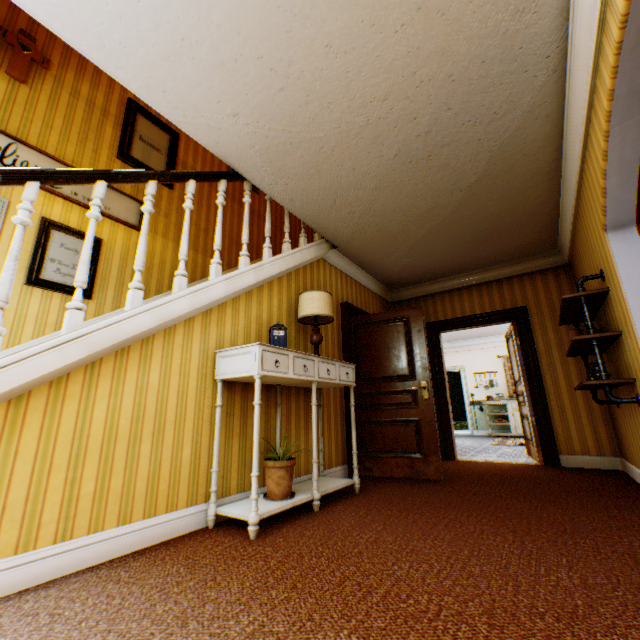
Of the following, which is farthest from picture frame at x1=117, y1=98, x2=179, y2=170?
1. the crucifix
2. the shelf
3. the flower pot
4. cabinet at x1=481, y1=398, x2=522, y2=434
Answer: cabinet at x1=481, y1=398, x2=522, y2=434

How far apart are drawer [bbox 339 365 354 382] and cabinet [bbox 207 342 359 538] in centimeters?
1cm

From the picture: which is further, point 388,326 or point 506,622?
point 388,326

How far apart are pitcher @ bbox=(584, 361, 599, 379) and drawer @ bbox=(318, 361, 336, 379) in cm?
245

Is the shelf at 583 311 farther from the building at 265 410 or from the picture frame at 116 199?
the picture frame at 116 199

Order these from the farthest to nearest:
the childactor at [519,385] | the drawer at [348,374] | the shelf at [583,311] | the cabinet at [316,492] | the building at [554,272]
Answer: the childactor at [519,385]
the drawer at [348,374]
the shelf at [583,311]
the cabinet at [316,492]
the building at [554,272]

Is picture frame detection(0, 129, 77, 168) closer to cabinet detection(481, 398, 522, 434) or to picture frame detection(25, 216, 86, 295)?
picture frame detection(25, 216, 86, 295)

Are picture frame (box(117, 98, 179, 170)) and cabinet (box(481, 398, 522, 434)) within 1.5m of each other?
no
